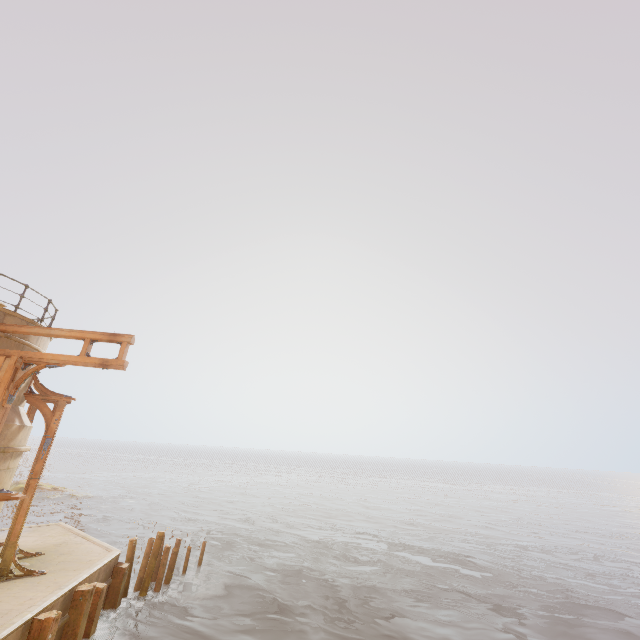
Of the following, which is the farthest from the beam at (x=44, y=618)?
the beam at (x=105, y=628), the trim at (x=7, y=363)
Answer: the beam at (x=105, y=628)

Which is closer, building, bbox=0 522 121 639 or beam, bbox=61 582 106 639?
building, bbox=0 522 121 639

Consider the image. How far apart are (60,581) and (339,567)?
14.7 meters

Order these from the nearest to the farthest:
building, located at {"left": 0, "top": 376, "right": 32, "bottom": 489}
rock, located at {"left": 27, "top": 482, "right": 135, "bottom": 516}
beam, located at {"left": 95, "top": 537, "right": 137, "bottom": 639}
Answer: building, located at {"left": 0, "top": 376, "right": 32, "bottom": 489} → beam, located at {"left": 95, "top": 537, "right": 137, "bottom": 639} → rock, located at {"left": 27, "top": 482, "right": 135, "bottom": 516}

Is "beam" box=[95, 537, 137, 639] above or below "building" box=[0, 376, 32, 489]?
below

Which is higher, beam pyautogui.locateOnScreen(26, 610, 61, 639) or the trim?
the trim

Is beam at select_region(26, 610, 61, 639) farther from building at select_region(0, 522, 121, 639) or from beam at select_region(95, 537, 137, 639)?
beam at select_region(95, 537, 137, 639)

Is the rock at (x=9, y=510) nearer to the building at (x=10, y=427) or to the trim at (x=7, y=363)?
the building at (x=10, y=427)
